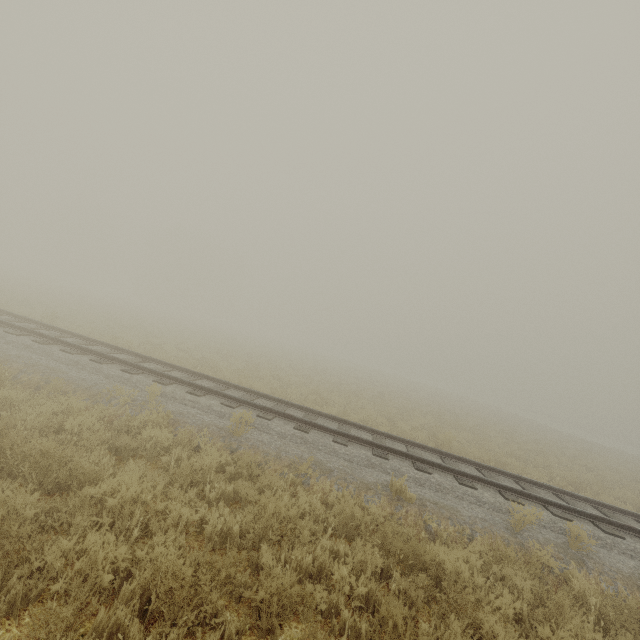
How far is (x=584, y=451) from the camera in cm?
2402
